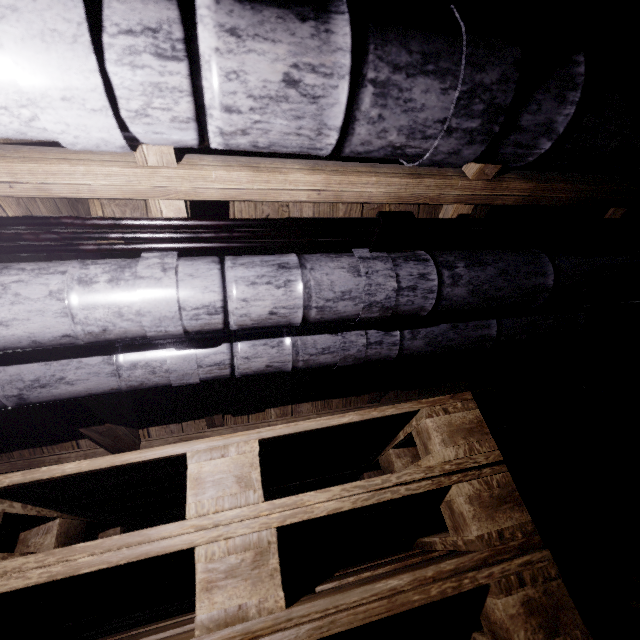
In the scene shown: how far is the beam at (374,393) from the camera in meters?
1.9 m

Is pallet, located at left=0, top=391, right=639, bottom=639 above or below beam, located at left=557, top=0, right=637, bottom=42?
below

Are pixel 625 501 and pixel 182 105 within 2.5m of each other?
no

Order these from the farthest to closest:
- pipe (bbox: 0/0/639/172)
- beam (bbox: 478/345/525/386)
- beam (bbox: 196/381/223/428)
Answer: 1. beam (bbox: 478/345/525/386)
2. beam (bbox: 196/381/223/428)
3. pipe (bbox: 0/0/639/172)

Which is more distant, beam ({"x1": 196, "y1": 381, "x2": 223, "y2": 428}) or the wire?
beam ({"x1": 196, "y1": 381, "x2": 223, "y2": 428})

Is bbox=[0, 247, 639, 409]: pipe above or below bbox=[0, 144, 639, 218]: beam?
below

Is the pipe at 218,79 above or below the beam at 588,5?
below

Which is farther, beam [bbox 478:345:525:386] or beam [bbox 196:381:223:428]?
beam [bbox 478:345:525:386]
